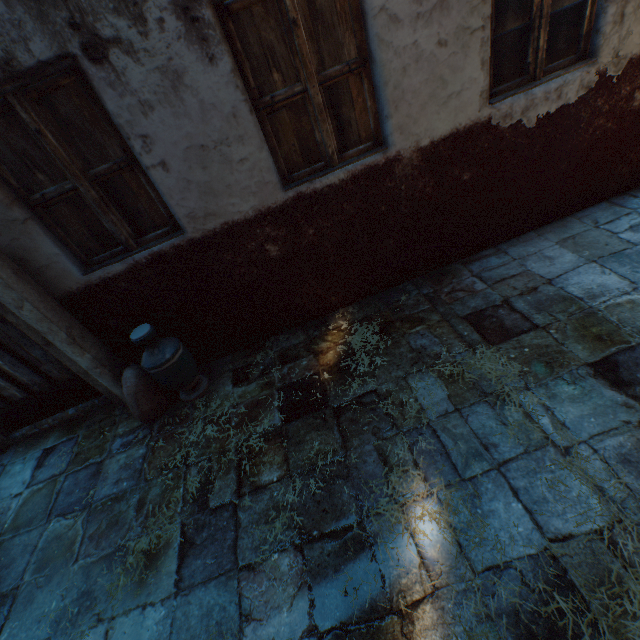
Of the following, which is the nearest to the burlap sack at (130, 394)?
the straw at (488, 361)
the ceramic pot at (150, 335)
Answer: the ceramic pot at (150, 335)

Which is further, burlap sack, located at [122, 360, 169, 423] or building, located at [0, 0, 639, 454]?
burlap sack, located at [122, 360, 169, 423]

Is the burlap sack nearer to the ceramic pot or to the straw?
the ceramic pot

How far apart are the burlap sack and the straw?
2.1m

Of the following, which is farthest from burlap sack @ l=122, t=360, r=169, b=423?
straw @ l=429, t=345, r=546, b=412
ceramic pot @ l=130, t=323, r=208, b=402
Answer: straw @ l=429, t=345, r=546, b=412

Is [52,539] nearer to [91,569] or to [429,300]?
[91,569]

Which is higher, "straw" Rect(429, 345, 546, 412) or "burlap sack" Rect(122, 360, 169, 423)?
"burlap sack" Rect(122, 360, 169, 423)

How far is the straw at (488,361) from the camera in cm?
237
